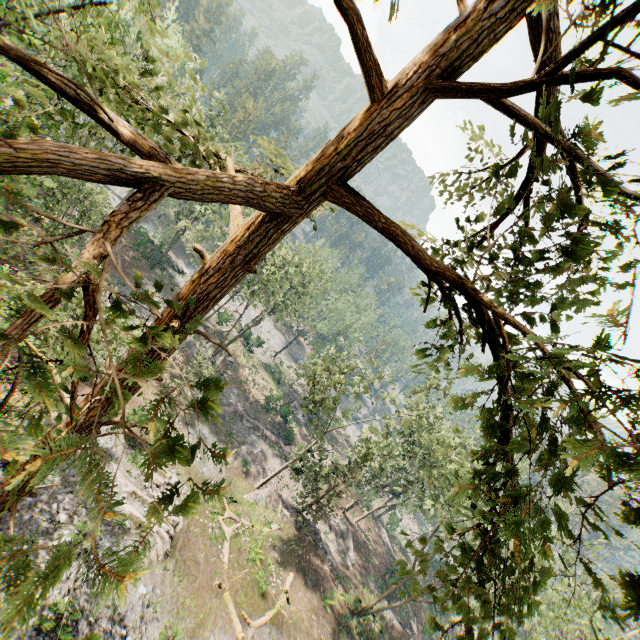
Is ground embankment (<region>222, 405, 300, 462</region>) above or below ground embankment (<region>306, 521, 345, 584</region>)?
below

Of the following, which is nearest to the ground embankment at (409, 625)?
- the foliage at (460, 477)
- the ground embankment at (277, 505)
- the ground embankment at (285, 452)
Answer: the foliage at (460, 477)

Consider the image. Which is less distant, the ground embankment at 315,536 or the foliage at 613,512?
the foliage at 613,512

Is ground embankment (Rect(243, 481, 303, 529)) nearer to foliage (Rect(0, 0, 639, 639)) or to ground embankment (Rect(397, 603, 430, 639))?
foliage (Rect(0, 0, 639, 639))

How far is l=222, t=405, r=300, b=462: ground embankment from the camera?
37.19m

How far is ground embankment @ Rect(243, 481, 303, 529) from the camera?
28.0m

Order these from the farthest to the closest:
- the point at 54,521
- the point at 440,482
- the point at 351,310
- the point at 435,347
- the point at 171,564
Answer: the point at 351,310
the point at 440,482
the point at 171,564
the point at 54,521
the point at 435,347
